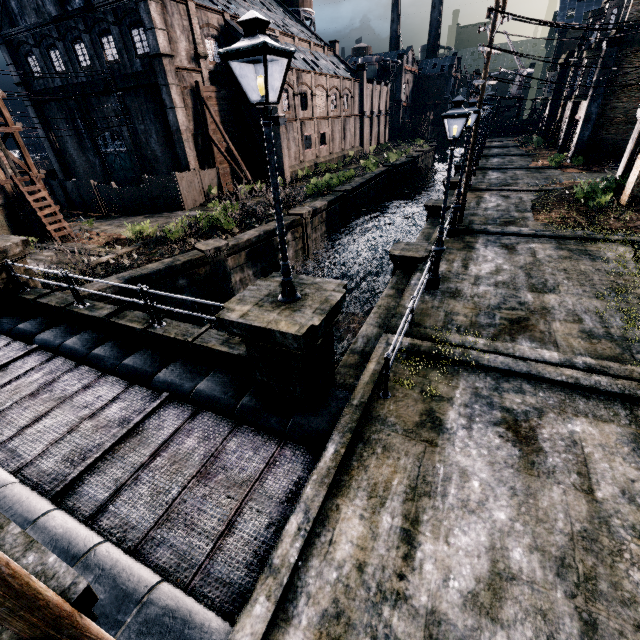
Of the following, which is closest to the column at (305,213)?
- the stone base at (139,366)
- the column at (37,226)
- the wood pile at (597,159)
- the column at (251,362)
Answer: the column at (251,362)

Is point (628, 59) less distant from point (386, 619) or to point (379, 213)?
point (379, 213)

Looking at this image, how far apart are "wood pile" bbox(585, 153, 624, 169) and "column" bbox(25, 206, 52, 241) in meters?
45.6 m

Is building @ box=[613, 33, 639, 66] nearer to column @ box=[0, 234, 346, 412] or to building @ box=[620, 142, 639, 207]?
building @ box=[620, 142, 639, 207]

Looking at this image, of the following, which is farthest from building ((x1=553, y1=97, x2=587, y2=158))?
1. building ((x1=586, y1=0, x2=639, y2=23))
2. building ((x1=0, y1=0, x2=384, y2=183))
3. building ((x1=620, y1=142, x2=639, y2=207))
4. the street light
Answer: the street light

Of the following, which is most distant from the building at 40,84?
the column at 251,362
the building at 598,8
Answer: the building at 598,8

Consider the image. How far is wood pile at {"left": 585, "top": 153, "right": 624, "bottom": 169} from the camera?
28.8m

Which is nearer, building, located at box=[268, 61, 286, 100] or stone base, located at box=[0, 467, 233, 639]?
stone base, located at box=[0, 467, 233, 639]
